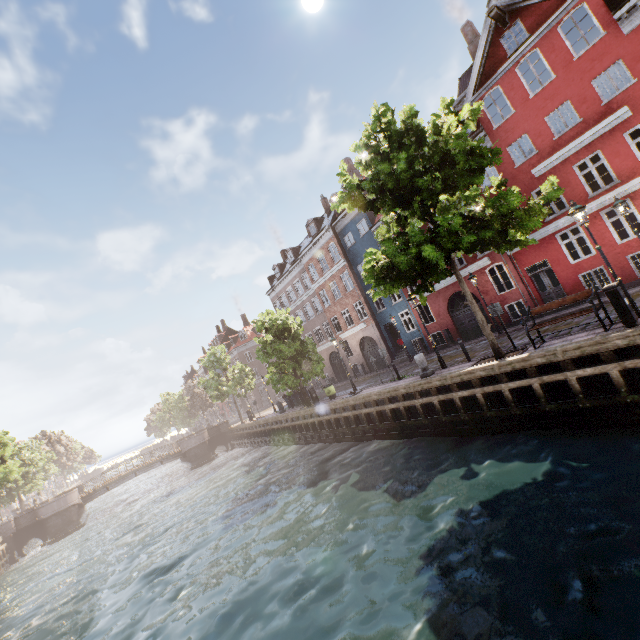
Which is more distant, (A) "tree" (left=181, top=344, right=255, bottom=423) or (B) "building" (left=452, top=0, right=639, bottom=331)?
(A) "tree" (left=181, top=344, right=255, bottom=423)

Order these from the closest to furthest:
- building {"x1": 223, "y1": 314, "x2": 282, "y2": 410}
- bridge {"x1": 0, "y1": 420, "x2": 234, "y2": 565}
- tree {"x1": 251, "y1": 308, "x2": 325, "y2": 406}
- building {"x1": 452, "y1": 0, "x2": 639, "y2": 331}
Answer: building {"x1": 452, "y1": 0, "x2": 639, "y2": 331}, tree {"x1": 251, "y1": 308, "x2": 325, "y2": 406}, bridge {"x1": 0, "y1": 420, "x2": 234, "y2": 565}, building {"x1": 223, "y1": 314, "x2": 282, "y2": 410}

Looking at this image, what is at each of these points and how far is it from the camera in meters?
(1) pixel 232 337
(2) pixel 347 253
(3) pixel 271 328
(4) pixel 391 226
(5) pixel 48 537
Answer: (1) building, 56.2
(2) building, 29.4
(3) tree, 24.3
(4) tree, 12.8
(5) bridge, 28.1

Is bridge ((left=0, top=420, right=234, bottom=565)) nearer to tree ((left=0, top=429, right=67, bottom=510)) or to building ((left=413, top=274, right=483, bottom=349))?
tree ((left=0, top=429, right=67, bottom=510))

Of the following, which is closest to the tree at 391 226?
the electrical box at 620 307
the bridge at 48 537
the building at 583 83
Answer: the bridge at 48 537

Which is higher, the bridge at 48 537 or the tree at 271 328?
the tree at 271 328

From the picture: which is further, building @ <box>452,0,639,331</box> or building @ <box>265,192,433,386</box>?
building @ <box>265,192,433,386</box>

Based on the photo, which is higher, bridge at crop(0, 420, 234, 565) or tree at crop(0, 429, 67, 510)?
tree at crop(0, 429, 67, 510)
